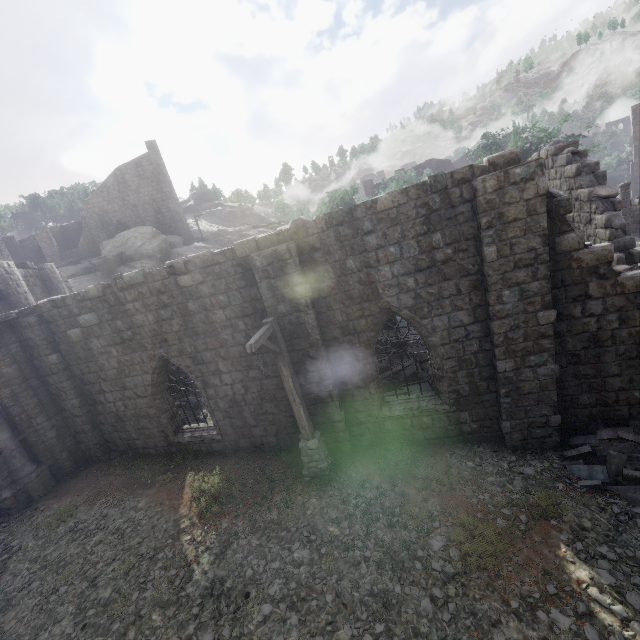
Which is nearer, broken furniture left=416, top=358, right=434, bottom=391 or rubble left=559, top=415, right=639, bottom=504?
rubble left=559, top=415, right=639, bottom=504

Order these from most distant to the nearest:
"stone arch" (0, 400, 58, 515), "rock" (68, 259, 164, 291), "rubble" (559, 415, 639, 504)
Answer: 1. "rock" (68, 259, 164, 291)
2. "stone arch" (0, 400, 58, 515)
3. "rubble" (559, 415, 639, 504)

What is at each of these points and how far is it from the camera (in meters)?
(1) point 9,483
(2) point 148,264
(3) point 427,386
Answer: (1) stone arch, 10.64
(2) rock, 33.56
(3) broken furniture, 11.40

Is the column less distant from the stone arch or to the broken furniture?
the stone arch

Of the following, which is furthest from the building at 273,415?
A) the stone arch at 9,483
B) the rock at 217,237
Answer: the rock at 217,237

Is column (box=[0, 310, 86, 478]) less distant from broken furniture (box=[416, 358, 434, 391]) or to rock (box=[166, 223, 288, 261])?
broken furniture (box=[416, 358, 434, 391])

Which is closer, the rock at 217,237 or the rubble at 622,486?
the rubble at 622,486

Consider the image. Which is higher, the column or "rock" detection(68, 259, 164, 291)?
"rock" detection(68, 259, 164, 291)
